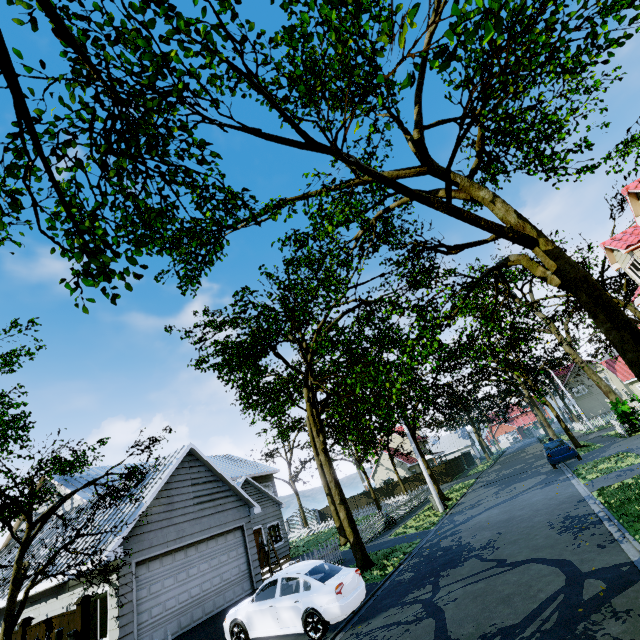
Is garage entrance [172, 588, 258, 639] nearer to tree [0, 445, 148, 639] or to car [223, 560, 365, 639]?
car [223, 560, 365, 639]

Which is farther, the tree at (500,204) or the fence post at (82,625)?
the fence post at (82,625)

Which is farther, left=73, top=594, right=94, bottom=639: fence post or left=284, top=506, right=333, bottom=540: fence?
left=284, top=506, right=333, bottom=540: fence

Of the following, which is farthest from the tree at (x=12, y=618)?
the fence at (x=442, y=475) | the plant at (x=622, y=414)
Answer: the plant at (x=622, y=414)

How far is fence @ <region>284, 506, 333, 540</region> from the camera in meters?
35.8

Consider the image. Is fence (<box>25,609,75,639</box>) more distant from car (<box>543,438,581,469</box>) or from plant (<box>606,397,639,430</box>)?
car (<box>543,438,581,469</box>)

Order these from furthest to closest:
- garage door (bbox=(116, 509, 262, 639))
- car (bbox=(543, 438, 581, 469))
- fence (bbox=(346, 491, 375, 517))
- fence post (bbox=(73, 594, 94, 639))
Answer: fence (bbox=(346, 491, 375, 517)), car (bbox=(543, 438, 581, 469)), garage door (bbox=(116, 509, 262, 639)), fence post (bbox=(73, 594, 94, 639))

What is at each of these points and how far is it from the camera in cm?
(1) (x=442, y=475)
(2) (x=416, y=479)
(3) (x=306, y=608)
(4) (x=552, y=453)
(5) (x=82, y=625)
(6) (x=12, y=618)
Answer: (1) fence, 4131
(2) fence, 4278
(3) car, 854
(4) car, 2003
(5) fence post, 748
(6) tree, 808
